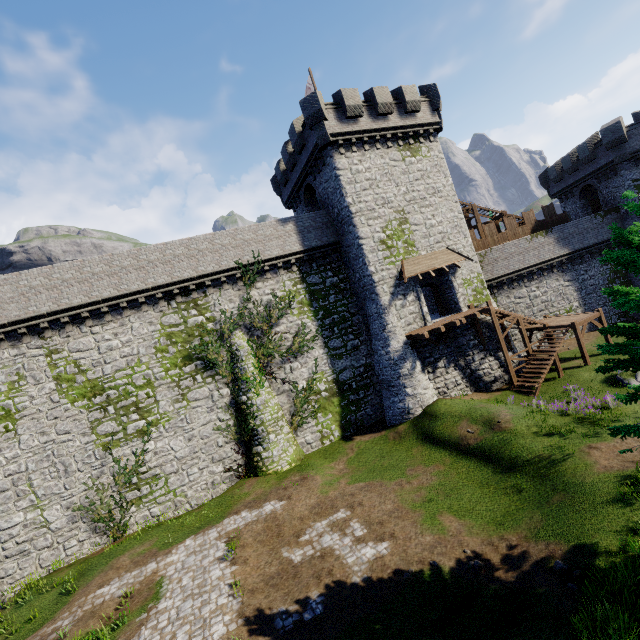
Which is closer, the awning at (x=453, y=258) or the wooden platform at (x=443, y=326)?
the wooden platform at (x=443, y=326)

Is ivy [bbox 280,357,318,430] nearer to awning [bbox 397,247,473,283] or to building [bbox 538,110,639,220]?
awning [bbox 397,247,473,283]

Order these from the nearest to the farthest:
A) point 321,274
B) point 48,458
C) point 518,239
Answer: point 48,458 → point 321,274 → point 518,239

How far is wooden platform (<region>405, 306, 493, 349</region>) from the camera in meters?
21.0

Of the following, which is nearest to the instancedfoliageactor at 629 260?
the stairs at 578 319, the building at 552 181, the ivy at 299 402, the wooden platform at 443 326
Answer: the ivy at 299 402

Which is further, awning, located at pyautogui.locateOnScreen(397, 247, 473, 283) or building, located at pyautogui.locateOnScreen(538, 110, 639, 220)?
building, located at pyautogui.locateOnScreen(538, 110, 639, 220)

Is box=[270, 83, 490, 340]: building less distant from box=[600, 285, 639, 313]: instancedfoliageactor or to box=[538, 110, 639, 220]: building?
box=[600, 285, 639, 313]: instancedfoliageactor

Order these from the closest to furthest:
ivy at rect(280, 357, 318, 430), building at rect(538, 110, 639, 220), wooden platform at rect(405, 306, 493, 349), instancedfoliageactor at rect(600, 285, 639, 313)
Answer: instancedfoliageactor at rect(600, 285, 639, 313)
wooden platform at rect(405, 306, 493, 349)
ivy at rect(280, 357, 318, 430)
building at rect(538, 110, 639, 220)
